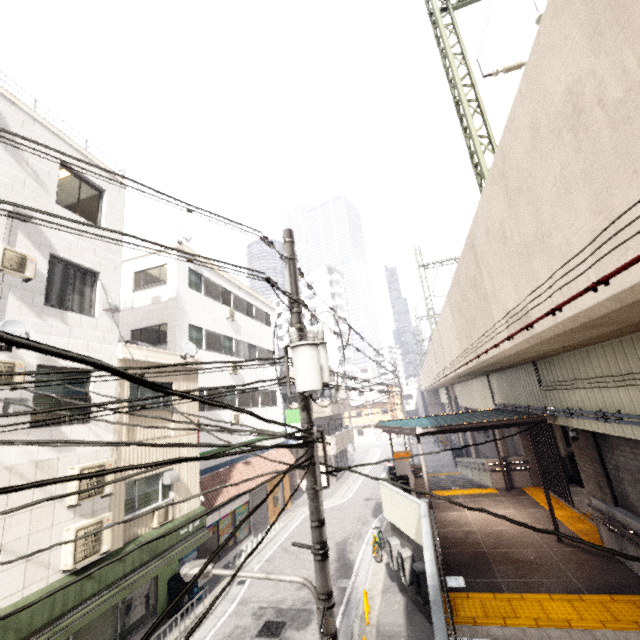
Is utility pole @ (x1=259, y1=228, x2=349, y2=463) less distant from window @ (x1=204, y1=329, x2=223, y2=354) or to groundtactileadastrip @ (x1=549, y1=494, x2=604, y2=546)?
groundtactileadastrip @ (x1=549, y1=494, x2=604, y2=546)

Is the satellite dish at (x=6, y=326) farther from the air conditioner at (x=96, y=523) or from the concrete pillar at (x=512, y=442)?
the concrete pillar at (x=512, y=442)

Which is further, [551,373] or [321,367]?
[551,373]

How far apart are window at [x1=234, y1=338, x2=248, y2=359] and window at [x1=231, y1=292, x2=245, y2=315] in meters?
1.7

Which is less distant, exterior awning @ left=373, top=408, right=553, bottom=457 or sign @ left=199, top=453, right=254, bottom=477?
exterior awning @ left=373, top=408, right=553, bottom=457

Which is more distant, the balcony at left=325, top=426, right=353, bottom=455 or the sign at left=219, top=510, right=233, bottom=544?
the balcony at left=325, top=426, right=353, bottom=455

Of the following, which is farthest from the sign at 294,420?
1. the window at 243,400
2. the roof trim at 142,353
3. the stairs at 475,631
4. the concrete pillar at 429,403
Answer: the concrete pillar at 429,403

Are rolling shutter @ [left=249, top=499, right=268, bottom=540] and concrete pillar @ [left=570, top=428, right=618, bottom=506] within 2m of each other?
no
